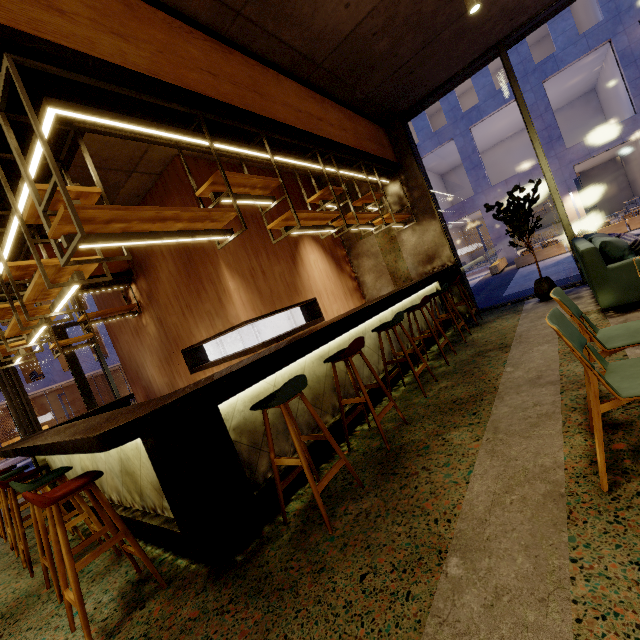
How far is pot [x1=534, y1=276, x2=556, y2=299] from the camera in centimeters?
566cm

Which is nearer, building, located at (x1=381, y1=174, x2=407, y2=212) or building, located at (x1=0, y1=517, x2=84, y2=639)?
building, located at (x1=0, y1=517, x2=84, y2=639)

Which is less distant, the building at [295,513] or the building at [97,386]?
the building at [295,513]

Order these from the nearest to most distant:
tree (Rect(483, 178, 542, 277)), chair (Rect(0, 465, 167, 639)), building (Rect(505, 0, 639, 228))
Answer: chair (Rect(0, 465, 167, 639))
tree (Rect(483, 178, 542, 277))
building (Rect(505, 0, 639, 228))

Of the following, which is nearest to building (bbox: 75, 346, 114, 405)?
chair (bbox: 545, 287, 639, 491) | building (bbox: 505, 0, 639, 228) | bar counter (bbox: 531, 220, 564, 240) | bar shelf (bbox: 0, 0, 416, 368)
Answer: building (bbox: 505, 0, 639, 228)

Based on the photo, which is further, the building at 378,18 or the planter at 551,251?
the planter at 551,251

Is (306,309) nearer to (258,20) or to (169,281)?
(169,281)

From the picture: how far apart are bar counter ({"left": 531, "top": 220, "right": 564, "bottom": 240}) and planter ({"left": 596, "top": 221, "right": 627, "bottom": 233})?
11.61m
